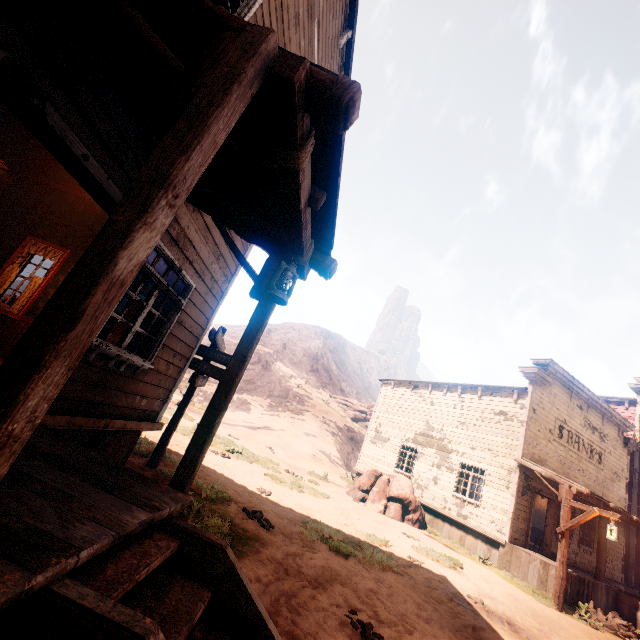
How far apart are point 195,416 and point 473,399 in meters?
17.5 m

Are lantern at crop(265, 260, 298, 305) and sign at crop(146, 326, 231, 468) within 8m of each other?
yes

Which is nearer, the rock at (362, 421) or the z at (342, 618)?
the z at (342, 618)

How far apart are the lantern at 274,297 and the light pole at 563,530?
11.79m

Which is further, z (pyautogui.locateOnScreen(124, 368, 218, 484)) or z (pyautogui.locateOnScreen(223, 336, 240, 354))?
z (pyautogui.locateOnScreen(223, 336, 240, 354))

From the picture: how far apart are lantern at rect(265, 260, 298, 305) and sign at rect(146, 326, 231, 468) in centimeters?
396cm

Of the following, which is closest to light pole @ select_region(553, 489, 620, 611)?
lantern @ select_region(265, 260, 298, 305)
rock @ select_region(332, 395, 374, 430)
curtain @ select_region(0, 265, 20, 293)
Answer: lantern @ select_region(265, 260, 298, 305)

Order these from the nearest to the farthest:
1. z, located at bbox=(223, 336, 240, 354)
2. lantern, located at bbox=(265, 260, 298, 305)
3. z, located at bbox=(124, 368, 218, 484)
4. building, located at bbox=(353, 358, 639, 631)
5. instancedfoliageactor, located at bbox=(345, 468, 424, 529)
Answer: lantern, located at bbox=(265, 260, 298, 305) < z, located at bbox=(124, 368, 218, 484) < building, located at bbox=(353, 358, 639, 631) < instancedfoliageactor, located at bbox=(345, 468, 424, 529) < z, located at bbox=(223, 336, 240, 354)
